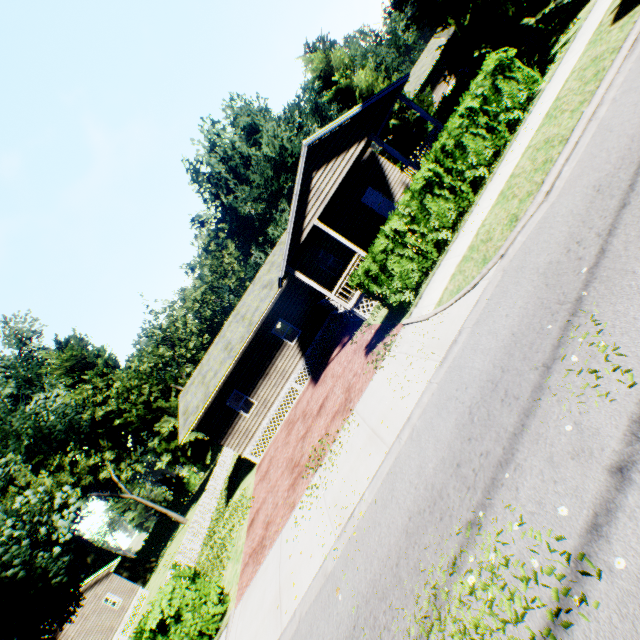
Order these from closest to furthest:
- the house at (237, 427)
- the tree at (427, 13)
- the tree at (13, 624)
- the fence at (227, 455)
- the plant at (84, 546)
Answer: the tree at (13, 624), the tree at (427, 13), the house at (237, 427), the fence at (227, 455), the plant at (84, 546)

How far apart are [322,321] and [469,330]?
13.5 meters

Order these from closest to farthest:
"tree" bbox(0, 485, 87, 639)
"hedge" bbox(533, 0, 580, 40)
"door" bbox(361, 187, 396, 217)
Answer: "tree" bbox(0, 485, 87, 639)
"hedge" bbox(533, 0, 580, 40)
"door" bbox(361, 187, 396, 217)

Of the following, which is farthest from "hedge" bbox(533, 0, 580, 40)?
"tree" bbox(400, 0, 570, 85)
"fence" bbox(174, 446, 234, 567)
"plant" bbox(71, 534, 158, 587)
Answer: "plant" bbox(71, 534, 158, 587)

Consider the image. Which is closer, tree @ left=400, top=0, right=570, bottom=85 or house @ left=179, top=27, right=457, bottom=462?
tree @ left=400, top=0, right=570, bottom=85

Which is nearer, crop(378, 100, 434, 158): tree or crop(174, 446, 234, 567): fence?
crop(174, 446, 234, 567): fence

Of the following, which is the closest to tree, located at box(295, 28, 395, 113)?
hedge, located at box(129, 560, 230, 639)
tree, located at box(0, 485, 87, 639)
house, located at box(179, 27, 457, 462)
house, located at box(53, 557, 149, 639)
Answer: house, located at box(179, 27, 457, 462)

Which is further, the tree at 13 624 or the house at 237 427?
the house at 237 427
